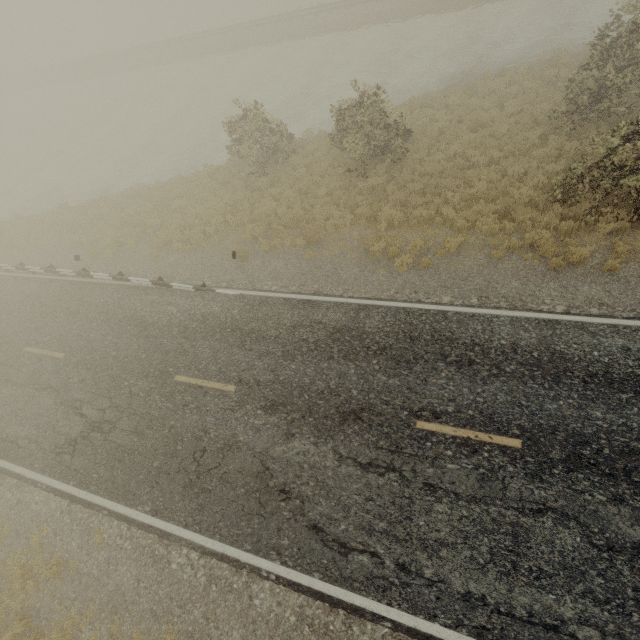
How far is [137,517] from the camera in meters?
8.2 m
